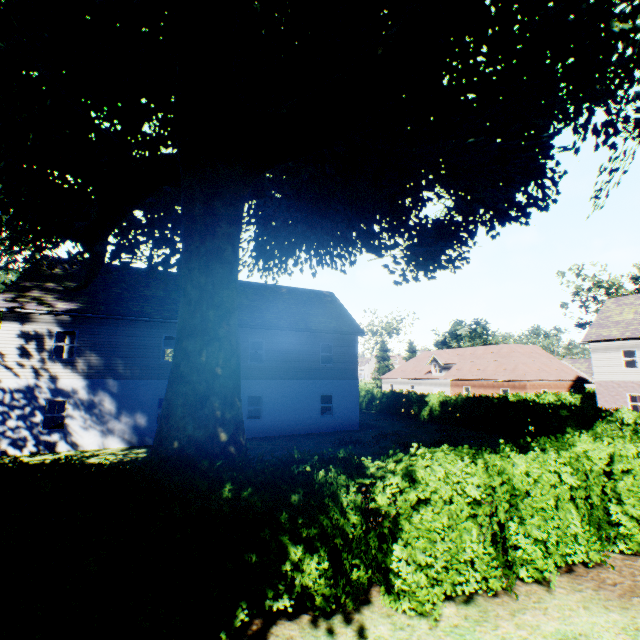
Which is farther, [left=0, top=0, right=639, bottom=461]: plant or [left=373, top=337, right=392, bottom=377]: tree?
[left=373, top=337, right=392, bottom=377]: tree

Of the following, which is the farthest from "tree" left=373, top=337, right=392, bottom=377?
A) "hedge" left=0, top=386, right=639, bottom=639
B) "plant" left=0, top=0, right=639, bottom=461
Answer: "plant" left=0, top=0, right=639, bottom=461

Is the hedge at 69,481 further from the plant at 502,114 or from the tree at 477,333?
the plant at 502,114

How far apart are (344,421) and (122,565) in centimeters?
1877cm

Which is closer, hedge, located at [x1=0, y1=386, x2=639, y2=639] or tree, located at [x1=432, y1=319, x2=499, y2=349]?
hedge, located at [x1=0, y1=386, x2=639, y2=639]

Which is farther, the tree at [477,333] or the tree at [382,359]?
the tree at [382,359]

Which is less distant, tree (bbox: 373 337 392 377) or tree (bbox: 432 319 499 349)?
tree (bbox: 432 319 499 349)
